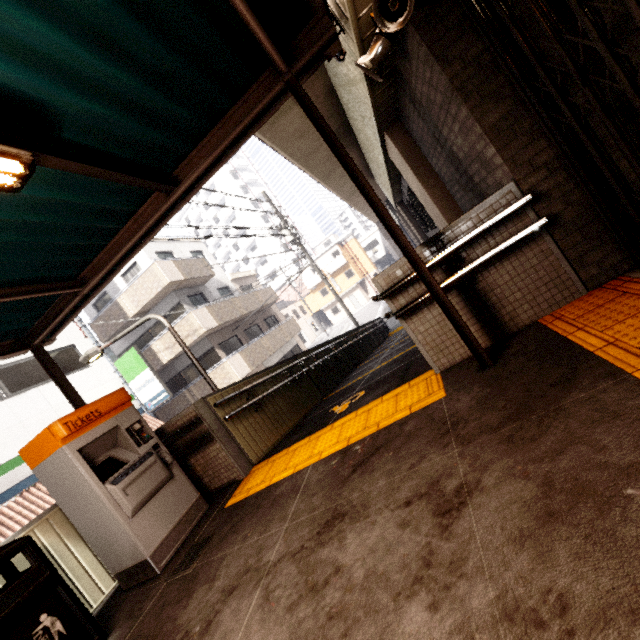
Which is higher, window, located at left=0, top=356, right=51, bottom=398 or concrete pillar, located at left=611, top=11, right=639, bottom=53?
window, located at left=0, top=356, right=51, bottom=398

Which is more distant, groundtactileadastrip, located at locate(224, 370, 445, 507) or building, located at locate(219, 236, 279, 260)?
building, located at locate(219, 236, 279, 260)

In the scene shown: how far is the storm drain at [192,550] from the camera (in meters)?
3.01

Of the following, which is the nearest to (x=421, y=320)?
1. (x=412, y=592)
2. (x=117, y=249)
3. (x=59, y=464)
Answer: (x=412, y=592)

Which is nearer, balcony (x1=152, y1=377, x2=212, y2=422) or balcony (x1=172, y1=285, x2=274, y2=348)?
balcony (x1=172, y1=285, x2=274, y2=348)

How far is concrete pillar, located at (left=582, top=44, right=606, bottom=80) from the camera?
2.47m

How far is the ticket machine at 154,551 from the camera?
3.3 meters

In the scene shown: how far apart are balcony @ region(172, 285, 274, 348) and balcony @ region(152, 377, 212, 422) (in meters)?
1.58
